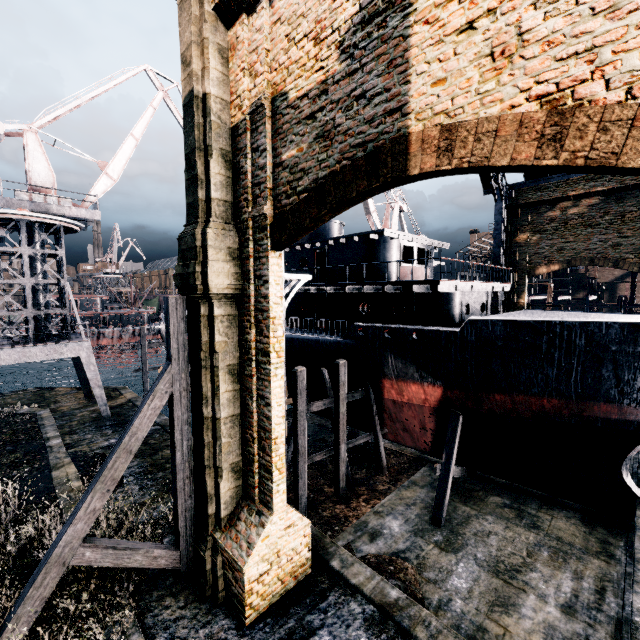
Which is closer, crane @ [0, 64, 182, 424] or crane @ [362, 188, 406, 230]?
crane @ [0, 64, 182, 424]

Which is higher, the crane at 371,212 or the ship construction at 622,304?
the crane at 371,212

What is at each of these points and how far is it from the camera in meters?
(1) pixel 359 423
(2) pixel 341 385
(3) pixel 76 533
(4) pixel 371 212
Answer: (1) ship, 21.8 m
(2) wooden scaffolding, 17.2 m
(3) wooden brace, 8.1 m
(4) crane, 36.7 m

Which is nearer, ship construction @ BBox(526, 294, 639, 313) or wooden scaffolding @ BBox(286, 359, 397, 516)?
wooden scaffolding @ BBox(286, 359, 397, 516)

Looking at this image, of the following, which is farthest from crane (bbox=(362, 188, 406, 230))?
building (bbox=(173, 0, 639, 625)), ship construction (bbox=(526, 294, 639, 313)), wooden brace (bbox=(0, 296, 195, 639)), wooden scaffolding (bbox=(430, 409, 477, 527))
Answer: wooden brace (bbox=(0, 296, 195, 639))

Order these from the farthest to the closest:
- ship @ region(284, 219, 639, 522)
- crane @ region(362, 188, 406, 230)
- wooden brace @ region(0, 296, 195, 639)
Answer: crane @ region(362, 188, 406, 230), ship @ region(284, 219, 639, 522), wooden brace @ region(0, 296, 195, 639)

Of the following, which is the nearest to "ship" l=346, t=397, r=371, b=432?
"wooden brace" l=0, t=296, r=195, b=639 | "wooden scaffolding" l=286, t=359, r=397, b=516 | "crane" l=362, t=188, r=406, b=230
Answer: "wooden scaffolding" l=286, t=359, r=397, b=516

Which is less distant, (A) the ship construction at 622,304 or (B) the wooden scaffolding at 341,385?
(B) the wooden scaffolding at 341,385
